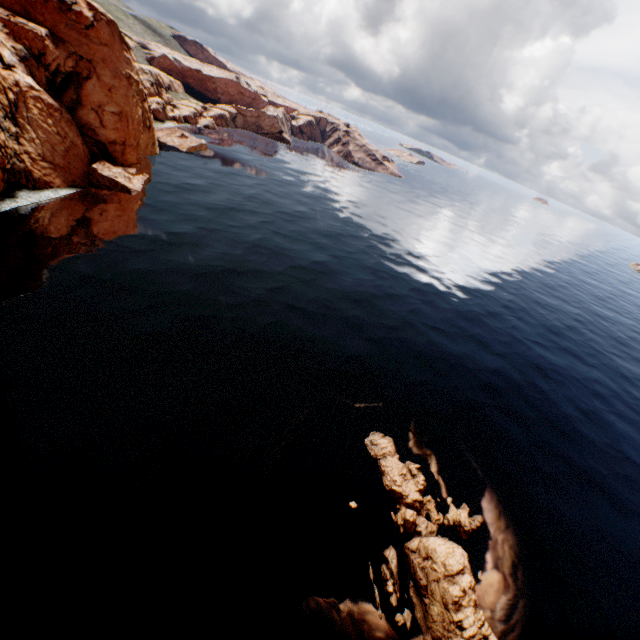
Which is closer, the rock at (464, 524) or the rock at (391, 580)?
the rock at (391, 580)

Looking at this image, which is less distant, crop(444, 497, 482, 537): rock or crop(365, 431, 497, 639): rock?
crop(365, 431, 497, 639): rock

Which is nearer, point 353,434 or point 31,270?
point 353,434

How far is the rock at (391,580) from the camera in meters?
17.9

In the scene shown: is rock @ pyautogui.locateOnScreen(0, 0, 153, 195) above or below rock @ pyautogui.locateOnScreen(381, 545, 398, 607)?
above

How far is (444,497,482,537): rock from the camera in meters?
22.1
